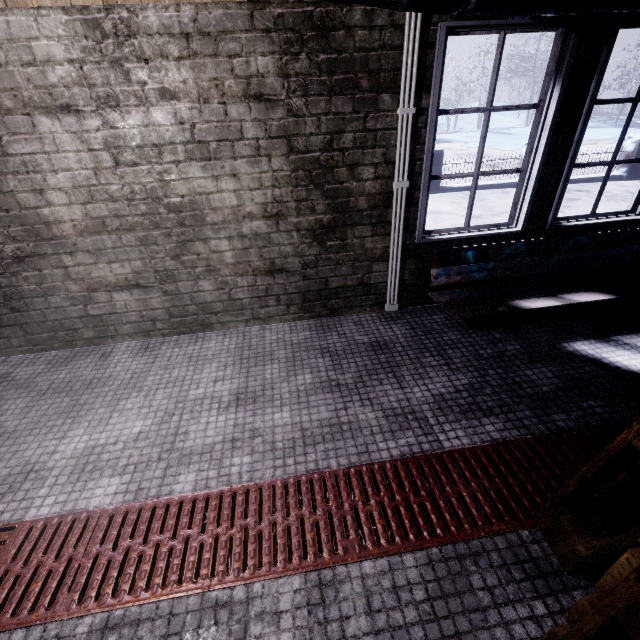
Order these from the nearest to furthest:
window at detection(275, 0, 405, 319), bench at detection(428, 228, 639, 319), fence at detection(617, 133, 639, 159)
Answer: window at detection(275, 0, 405, 319) → bench at detection(428, 228, 639, 319) → fence at detection(617, 133, 639, 159)

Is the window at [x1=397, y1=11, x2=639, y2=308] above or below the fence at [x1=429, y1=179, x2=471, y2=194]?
above

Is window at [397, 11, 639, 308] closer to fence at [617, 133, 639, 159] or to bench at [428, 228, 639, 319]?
bench at [428, 228, 639, 319]

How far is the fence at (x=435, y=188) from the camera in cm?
733

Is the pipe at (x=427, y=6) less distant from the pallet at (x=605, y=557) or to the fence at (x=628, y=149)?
the pallet at (x=605, y=557)

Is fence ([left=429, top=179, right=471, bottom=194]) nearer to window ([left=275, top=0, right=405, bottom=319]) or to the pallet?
window ([left=275, top=0, right=405, bottom=319])

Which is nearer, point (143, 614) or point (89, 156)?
point (143, 614)
